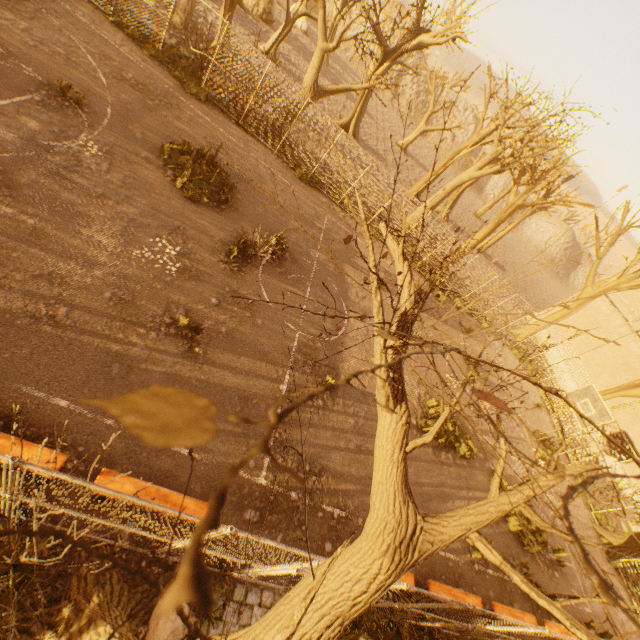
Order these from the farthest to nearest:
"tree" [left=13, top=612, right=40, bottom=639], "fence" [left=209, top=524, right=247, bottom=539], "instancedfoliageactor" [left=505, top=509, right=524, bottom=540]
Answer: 1. "instancedfoliageactor" [left=505, top=509, right=524, bottom=540]
2. "tree" [left=13, top=612, right=40, bottom=639]
3. "fence" [left=209, top=524, right=247, bottom=539]

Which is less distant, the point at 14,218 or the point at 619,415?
the point at 14,218

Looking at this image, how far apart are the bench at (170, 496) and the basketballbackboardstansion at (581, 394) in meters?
14.9 m

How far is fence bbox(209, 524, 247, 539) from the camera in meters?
3.3 m

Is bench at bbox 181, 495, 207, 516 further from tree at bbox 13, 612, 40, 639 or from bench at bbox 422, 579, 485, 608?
bench at bbox 422, 579, 485, 608

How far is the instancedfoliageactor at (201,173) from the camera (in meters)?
10.38

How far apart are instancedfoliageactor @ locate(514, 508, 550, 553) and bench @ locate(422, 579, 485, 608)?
3.99m

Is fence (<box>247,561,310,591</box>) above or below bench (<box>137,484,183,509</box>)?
above
